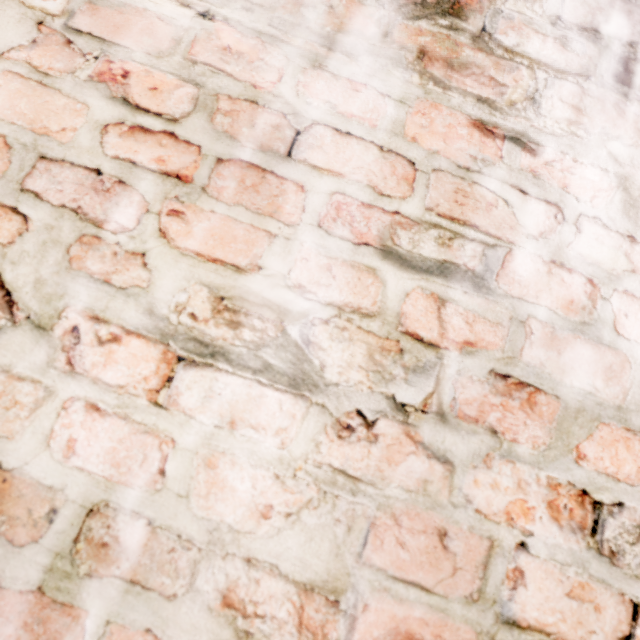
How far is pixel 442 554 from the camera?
0.47m
